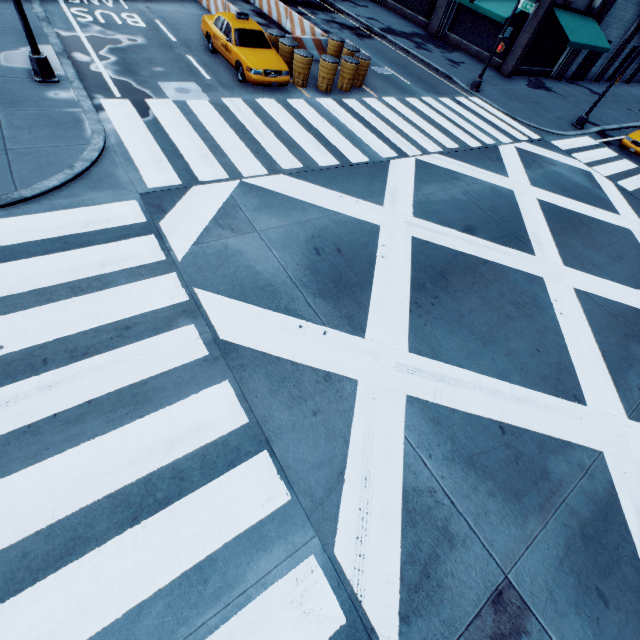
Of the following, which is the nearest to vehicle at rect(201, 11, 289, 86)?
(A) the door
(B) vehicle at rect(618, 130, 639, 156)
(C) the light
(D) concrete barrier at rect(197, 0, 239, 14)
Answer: (D) concrete barrier at rect(197, 0, 239, 14)

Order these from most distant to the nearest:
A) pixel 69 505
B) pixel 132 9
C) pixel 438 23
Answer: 1. pixel 438 23
2. pixel 132 9
3. pixel 69 505

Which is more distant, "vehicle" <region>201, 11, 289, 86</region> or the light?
"vehicle" <region>201, 11, 289, 86</region>

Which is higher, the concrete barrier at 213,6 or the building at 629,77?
the building at 629,77

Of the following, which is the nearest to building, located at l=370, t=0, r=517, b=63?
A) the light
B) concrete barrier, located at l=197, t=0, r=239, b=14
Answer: concrete barrier, located at l=197, t=0, r=239, b=14

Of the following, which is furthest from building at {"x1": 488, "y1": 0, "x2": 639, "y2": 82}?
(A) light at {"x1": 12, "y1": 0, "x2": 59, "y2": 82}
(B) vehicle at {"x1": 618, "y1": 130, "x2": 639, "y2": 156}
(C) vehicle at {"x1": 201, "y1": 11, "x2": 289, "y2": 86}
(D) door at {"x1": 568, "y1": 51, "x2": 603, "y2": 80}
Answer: (A) light at {"x1": 12, "y1": 0, "x2": 59, "y2": 82}

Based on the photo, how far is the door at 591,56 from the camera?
27.1m
